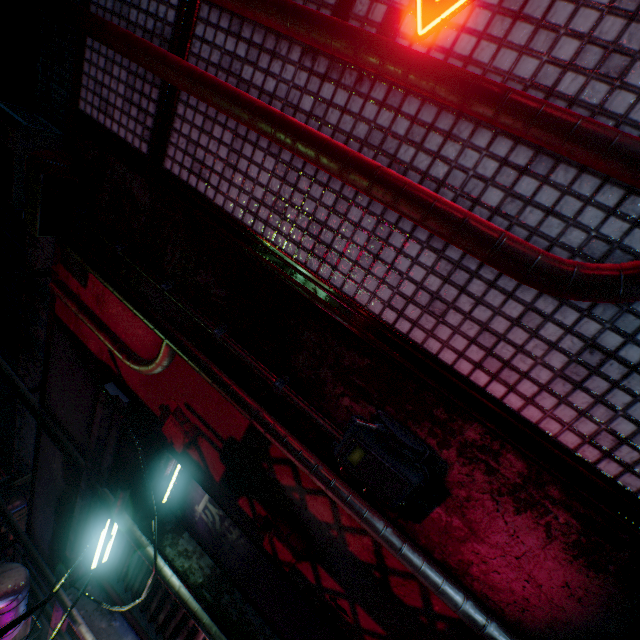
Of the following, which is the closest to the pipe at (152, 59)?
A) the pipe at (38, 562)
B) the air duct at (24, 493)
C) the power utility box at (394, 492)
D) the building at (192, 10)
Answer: the building at (192, 10)

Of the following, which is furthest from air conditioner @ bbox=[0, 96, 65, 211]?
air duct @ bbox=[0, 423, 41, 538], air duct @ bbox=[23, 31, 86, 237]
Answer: air duct @ bbox=[0, 423, 41, 538]

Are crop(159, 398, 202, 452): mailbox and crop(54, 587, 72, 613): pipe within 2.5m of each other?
no

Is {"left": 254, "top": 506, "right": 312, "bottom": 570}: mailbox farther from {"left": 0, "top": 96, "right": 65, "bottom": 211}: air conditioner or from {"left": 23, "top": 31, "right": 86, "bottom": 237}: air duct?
{"left": 0, "top": 96, "right": 65, "bottom": 211}: air conditioner

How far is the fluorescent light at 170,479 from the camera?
2.37m

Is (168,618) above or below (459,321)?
above

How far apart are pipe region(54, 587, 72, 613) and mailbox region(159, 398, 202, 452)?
3.6m

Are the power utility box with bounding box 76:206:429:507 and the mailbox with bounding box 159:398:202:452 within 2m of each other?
yes
